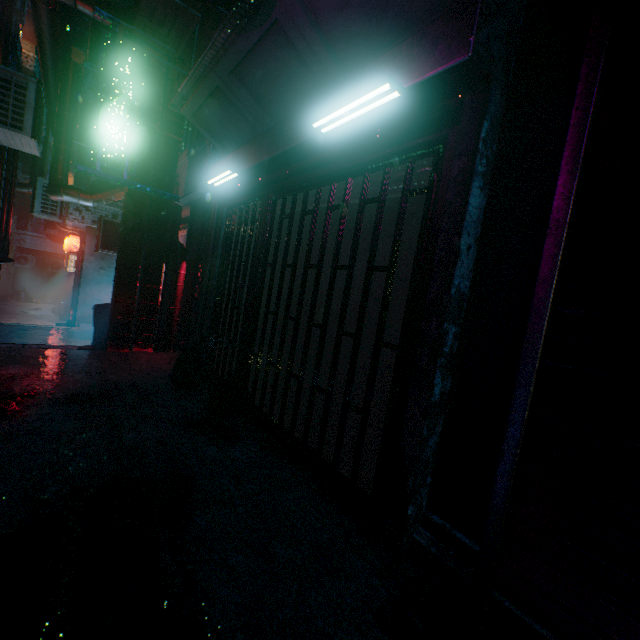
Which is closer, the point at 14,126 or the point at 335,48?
the point at 335,48

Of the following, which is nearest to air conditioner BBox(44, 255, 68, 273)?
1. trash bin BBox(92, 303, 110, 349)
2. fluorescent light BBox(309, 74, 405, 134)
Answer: trash bin BBox(92, 303, 110, 349)

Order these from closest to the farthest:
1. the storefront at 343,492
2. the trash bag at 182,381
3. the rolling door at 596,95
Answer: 1. the rolling door at 596,95
2. the storefront at 343,492
3. the trash bag at 182,381

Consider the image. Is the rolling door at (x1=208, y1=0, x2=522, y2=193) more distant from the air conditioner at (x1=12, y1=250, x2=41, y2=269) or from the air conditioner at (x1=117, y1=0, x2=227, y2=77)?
the air conditioner at (x1=12, y1=250, x2=41, y2=269)

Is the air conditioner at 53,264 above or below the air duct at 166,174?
below

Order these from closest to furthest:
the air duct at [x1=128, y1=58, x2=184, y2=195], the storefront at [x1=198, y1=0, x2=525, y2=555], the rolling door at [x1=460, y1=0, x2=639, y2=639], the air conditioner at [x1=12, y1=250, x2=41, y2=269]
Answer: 1. the rolling door at [x1=460, y1=0, x2=639, y2=639]
2. the storefront at [x1=198, y1=0, x2=525, y2=555]
3. the air duct at [x1=128, y1=58, x2=184, y2=195]
4. the air conditioner at [x1=12, y1=250, x2=41, y2=269]

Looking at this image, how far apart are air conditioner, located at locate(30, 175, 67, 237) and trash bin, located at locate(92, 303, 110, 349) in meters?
4.5

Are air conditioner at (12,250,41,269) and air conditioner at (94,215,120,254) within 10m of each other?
no
